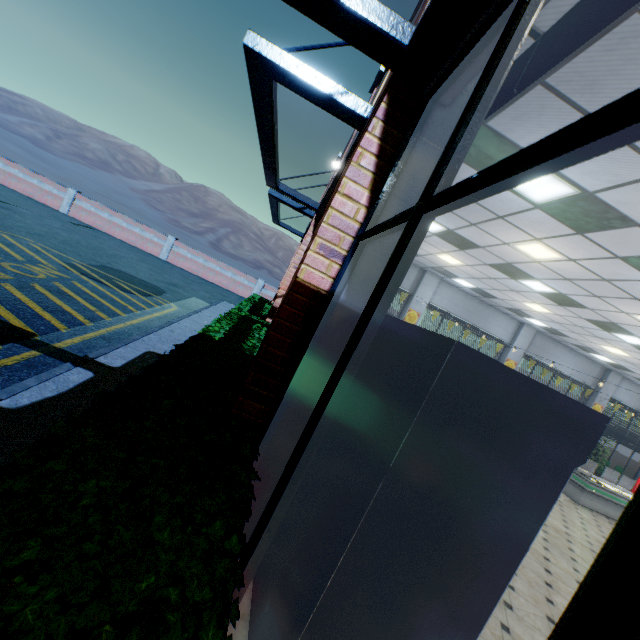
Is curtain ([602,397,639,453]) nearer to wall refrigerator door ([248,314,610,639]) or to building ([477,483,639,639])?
building ([477,483,639,639])

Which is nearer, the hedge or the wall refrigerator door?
the hedge

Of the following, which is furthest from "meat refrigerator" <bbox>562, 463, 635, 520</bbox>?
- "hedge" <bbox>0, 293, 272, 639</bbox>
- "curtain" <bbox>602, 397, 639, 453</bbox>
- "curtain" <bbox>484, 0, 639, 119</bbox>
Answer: "curtain" <bbox>484, 0, 639, 119</bbox>

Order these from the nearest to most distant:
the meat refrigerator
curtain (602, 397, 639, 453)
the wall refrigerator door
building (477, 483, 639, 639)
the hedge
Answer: building (477, 483, 639, 639)
the hedge
the wall refrigerator door
the meat refrigerator
curtain (602, 397, 639, 453)

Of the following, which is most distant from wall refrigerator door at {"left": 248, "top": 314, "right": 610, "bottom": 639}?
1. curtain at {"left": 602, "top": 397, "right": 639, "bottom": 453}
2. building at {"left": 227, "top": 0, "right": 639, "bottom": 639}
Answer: curtain at {"left": 602, "top": 397, "right": 639, "bottom": 453}

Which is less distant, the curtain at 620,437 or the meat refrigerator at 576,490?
the meat refrigerator at 576,490

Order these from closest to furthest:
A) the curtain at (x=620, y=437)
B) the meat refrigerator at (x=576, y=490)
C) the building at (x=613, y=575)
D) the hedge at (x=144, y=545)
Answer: the building at (x=613, y=575) < the hedge at (x=144, y=545) < the meat refrigerator at (x=576, y=490) < the curtain at (x=620, y=437)

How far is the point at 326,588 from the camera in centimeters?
150cm
